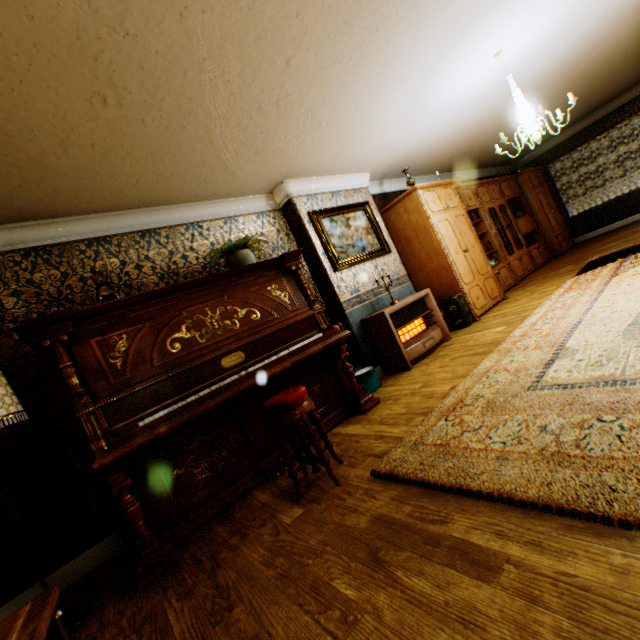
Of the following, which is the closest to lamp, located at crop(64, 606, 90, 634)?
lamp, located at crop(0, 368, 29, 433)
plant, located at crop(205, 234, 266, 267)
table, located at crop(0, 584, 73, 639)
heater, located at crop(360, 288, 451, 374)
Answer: lamp, located at crop(0, 368, 29, 433)

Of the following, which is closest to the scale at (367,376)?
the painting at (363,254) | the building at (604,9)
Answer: the building at (604,9)

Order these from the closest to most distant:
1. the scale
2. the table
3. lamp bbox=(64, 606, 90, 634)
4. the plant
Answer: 1. the table
2. lamp bbox=(64, 606, 90, 634)
3. the plant
4. the scale

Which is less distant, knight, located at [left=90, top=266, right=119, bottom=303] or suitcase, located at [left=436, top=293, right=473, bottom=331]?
knight, located at [left=90, top=266, right=119, bottom=303]

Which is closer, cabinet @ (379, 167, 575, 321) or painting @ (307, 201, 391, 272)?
painting @ (307, 201, 391, 272)

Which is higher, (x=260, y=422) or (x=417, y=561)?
(x=260, y=422)

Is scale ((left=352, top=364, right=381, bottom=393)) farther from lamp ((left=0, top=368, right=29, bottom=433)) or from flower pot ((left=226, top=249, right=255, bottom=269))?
lamp ((left=0, top=368, right=29, bottom=433))

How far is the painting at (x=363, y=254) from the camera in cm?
486
